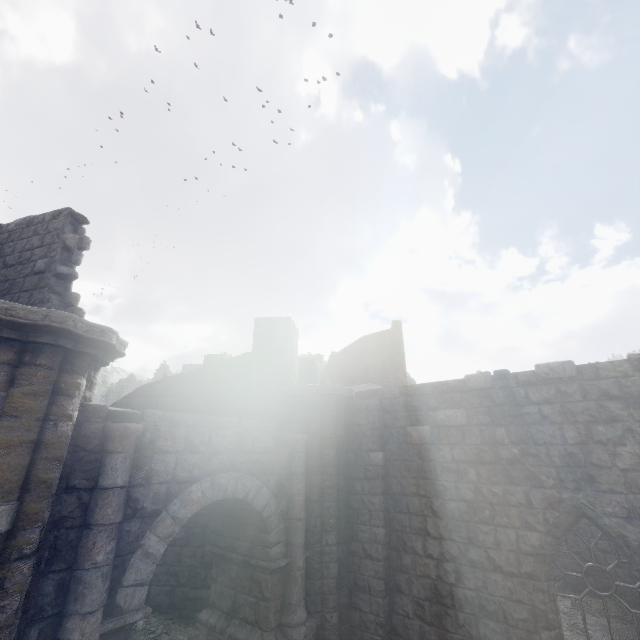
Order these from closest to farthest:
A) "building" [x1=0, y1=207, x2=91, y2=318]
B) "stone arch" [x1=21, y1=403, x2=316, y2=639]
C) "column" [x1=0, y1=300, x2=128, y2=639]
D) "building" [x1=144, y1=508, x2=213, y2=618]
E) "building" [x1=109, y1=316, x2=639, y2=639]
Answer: "column" [x1=0, y1=300, x2=128, y2=639] → "stone arch" [x1=21, y1=403, x2=316, y2=639] → "building" [x1=109, y1=316, x2=639, y2=639] → "building" [x1=0, y1=207, x2=91, y2=318] → "building" [x1=144, y1=508, x2=213, y2=618]

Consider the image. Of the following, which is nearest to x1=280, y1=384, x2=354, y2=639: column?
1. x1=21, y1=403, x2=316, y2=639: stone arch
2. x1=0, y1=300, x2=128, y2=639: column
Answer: x1=21, y1=403, x2=316, y2=639: stone arch

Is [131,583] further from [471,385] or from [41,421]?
[471,385]

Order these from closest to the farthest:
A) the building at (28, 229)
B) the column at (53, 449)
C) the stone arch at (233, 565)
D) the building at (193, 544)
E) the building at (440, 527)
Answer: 1. the column at (53, 449)
2. the stone arch at (233, 565)
3. the building at (440, 527)
4. the building at (28, 229)
5. the building at (193, 544)

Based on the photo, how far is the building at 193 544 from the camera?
8.8m

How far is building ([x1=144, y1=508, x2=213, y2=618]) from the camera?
8.8m

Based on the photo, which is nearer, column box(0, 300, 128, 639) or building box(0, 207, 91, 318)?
column box(0, 300, 128, 639)

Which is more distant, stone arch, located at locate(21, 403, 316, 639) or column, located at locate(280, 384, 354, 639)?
column, located at locate(280, 384, 354, 639)
